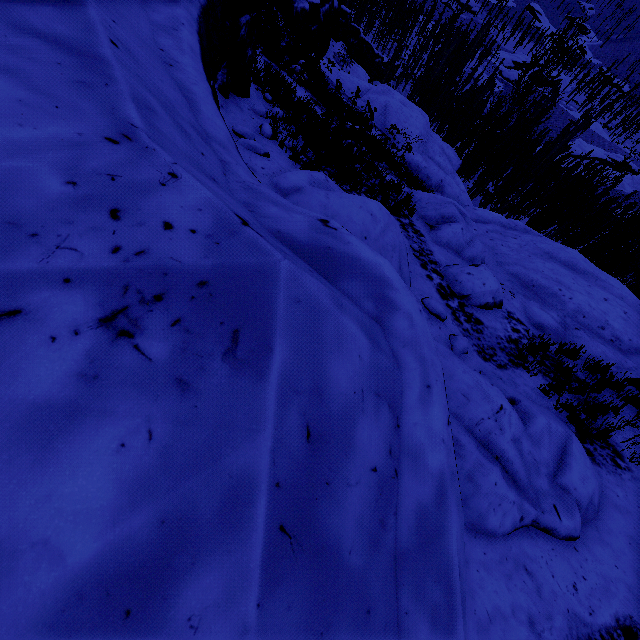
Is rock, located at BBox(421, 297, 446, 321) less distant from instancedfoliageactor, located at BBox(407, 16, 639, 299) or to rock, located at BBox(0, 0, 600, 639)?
rock, located at BBox(0, 0, 600, 639)

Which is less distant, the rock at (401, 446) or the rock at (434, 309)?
the rock at (401, 446)

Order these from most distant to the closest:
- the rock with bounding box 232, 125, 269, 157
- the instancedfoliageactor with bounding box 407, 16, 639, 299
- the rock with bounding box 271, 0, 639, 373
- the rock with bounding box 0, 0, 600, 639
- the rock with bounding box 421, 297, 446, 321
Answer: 1. the instancedfoliageactor with bounding box 407, 16, 639, 299
2. the rock with bounding box 271, 0, 639, 373
3. the rock with bounding box 421, 297, 446, 321
4. the rock with bounding box 232, 125, 269, 157
5. the rock with bounding box 0, 0, 600, 639

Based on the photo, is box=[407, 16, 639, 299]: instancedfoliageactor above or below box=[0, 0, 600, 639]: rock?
below

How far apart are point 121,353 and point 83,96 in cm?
161

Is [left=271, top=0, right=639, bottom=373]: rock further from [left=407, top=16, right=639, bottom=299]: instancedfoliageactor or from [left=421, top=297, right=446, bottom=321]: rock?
[left=407, top=16, right=639, bottom=299]: instancedfoliageactor

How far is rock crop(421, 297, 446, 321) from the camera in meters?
5.9

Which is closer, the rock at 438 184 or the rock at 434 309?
the rock at 434 309
